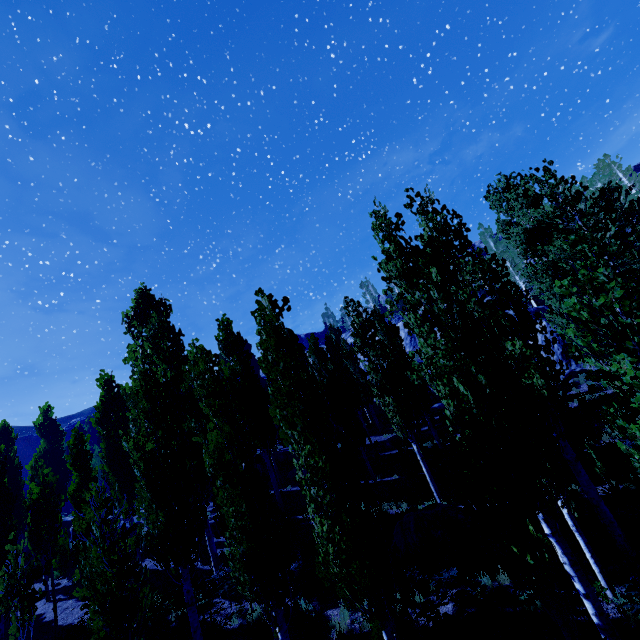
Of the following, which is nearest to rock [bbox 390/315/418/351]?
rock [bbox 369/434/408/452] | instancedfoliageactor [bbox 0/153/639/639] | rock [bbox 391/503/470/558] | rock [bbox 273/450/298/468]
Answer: instancedfoliageactor [bbox 0/153/639/639]

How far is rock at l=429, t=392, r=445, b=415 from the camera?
31.69m

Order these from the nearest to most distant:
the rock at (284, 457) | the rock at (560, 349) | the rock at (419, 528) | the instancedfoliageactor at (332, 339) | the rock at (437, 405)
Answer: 1. the instancedfoliageactor at (332, 339)
2. the rock at (419, 528)
3. the rock at (560, 349)
4. the rock at (284, 457)
5. the rock at (437, 405)

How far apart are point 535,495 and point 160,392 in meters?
11.3 m

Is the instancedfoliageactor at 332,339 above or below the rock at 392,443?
above

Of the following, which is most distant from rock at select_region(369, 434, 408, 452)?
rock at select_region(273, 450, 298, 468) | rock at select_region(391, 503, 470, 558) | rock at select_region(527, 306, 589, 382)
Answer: rock at select_region(391, 503, 470, 558)

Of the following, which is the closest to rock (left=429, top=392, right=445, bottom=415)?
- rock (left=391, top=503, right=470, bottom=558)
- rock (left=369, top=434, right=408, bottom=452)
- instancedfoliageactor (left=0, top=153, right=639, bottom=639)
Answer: instancedfoliageactor (left=0, top=153, right=639, bottom=639)

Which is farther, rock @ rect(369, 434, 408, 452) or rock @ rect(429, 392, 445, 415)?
rock @ rect(429, 392, 445, 415)
